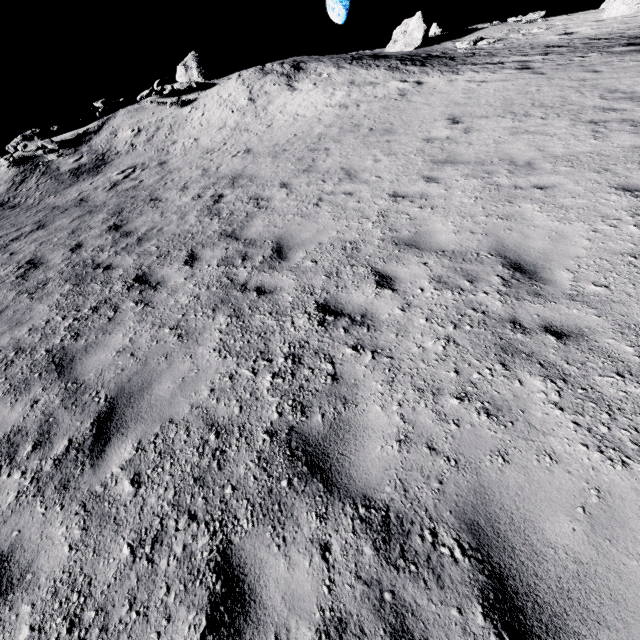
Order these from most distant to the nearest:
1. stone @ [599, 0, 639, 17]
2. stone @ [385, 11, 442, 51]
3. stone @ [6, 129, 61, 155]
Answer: stone @ [385, 11, 442, 51]
stone @ [599, 0, 639, 17]
stone @ [6, 129, 61, 155]

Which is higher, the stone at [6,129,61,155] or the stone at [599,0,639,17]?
the stone at [599,0,639,17]

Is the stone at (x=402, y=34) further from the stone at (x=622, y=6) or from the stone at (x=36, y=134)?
the stone at (x=36, y=134)

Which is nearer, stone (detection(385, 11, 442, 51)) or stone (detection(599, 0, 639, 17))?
stone (detection(599, 0, 639, 17))

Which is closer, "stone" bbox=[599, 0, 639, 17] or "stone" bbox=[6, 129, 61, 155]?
"stone" bbox=[6, 129, 61, 155]

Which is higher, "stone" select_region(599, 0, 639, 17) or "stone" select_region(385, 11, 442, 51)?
"stone" select_region(385, 11, 442, 51)

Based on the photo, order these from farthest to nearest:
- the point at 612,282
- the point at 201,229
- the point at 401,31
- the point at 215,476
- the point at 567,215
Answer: the point at 401,31 < the point at 201,229 < the point at 567,215 < the point at 612,282 < the point at 215,476
